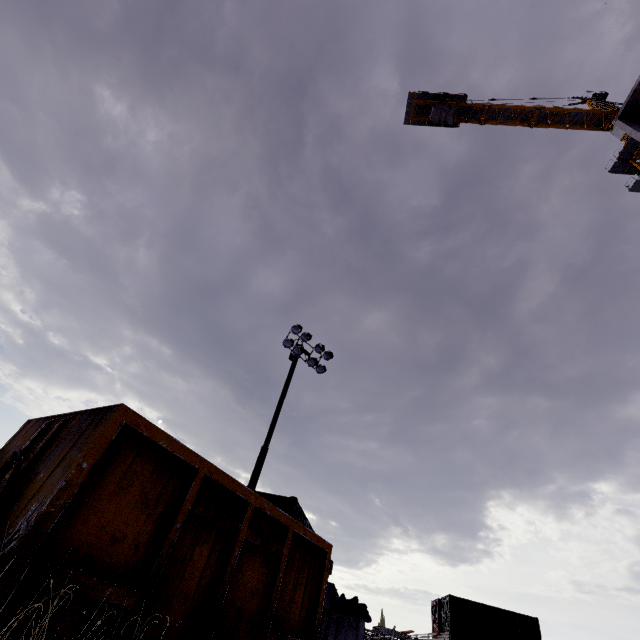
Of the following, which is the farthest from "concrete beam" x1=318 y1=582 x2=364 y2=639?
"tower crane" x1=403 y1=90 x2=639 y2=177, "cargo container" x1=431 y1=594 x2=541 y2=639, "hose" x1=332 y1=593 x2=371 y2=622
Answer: "tower crane" x1=403 y1=90 x2=639 y2=177

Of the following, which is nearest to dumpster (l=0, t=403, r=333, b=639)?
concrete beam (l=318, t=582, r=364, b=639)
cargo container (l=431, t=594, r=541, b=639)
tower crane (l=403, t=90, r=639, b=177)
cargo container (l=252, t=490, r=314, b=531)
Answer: cargo container (l=252, t=490, r=314, b=531)

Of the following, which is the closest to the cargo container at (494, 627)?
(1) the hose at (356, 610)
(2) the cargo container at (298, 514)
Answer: (2) the cargo container at (298, 514)

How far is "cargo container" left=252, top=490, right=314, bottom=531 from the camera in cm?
635

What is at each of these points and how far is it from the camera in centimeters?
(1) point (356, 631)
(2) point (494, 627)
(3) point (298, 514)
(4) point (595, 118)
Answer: (1) concrete beam, 552cm
(2) cargo container, 2258cm
(3) cargo container, 675cm
(4) tower crane, 3562cm

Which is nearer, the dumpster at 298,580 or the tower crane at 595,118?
the dumpster at 298,580

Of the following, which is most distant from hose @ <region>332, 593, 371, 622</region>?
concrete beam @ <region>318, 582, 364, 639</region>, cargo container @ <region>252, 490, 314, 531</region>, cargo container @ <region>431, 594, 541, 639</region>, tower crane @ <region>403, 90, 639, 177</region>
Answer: tower crane @ <region>403, 90, 639, 177</region>

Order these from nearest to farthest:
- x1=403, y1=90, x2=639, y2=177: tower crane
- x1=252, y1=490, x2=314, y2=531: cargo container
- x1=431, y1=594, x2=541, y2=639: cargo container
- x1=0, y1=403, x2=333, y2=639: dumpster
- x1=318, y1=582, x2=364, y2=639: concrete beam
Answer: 1. x1=0, y1=403, x2=333, y2=639: dumpster
2. x1=318, y1=582, x2=364, y2=639: concrete beam
3. x1=252, y1=490, x2=314, y2=531: cargo container
4. x1=431, y1=594, x2=541, y2=639: cargo container
5. x1=403, y1=90, x2=639, y2=177: tower crane
